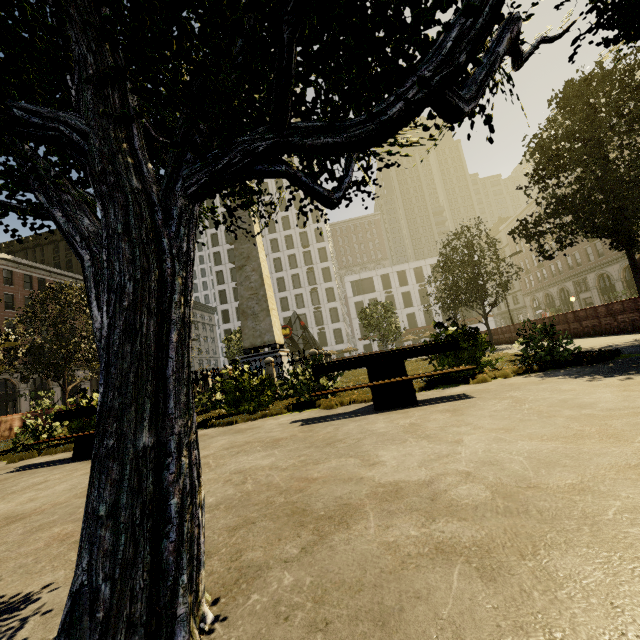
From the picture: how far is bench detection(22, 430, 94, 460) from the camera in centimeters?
577cm

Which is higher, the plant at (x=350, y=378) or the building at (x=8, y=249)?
the building at (x=8, y=249)

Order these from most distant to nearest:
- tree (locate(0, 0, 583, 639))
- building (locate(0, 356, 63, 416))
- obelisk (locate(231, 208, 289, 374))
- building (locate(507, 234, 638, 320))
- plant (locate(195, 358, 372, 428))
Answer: building (locate(507, 234, 638, 320))
building (locate(0, 356, 63, 416))
obelisk (locate(231, 208, 289, 374))
plant (locate(195, 358, 372, 428))
tree (locate(0, 0, 583, 639))

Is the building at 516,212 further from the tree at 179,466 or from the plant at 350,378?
the plant at 350,378

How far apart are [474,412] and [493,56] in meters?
3.5 m

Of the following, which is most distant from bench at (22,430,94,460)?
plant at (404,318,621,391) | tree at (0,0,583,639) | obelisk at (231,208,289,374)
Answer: obelisk at (231,208,289,374)

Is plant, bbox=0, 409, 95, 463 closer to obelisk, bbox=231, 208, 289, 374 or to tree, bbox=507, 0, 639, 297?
tree, bbox=507, 0, 639, 297

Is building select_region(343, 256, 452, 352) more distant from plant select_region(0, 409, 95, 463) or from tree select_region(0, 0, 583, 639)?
plant select_region(0, 409, 95, 463)
